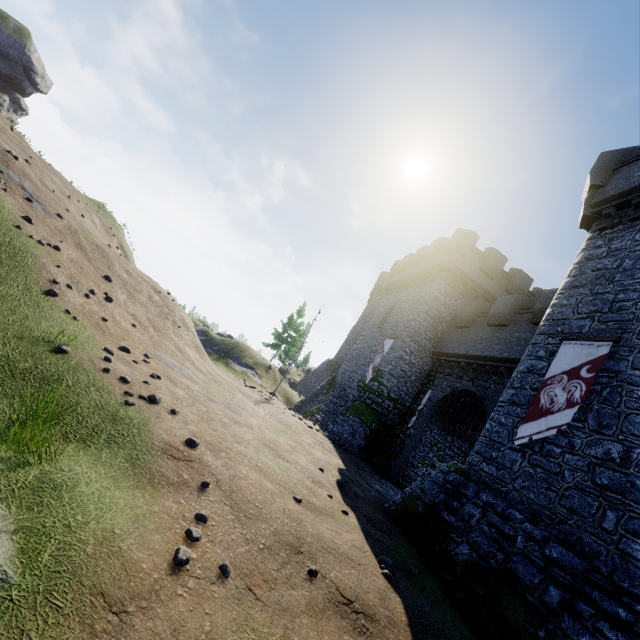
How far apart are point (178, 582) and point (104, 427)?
3.1m

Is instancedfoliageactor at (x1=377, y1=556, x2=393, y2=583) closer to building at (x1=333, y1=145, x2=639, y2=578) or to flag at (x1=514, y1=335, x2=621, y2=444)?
building at (x1=333, y1=145, x2=639, y2=578)

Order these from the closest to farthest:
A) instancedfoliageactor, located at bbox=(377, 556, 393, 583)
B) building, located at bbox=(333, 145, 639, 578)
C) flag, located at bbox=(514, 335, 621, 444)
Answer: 1. instancedfoliageactor, located at bbox=(377, 556, 393, 583)
2. building, located at bbox=(333, 145, 639, 578)
3. flag, located at bbox=(514, 335, 621, 444)

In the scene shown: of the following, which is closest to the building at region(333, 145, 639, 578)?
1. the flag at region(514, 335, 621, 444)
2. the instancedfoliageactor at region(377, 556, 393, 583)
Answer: the flag at region(514, 335, 621, 444)

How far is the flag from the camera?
9.1 meters

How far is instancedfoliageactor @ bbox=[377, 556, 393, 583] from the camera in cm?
623

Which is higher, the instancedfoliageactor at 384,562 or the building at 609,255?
the building at 609,255

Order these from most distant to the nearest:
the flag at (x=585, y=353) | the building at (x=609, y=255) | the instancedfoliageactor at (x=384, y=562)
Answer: the flag at (x=585, y=353)
the building at (x=609, y=255)
the instancedfoliageactor at (x=384, y=562)
